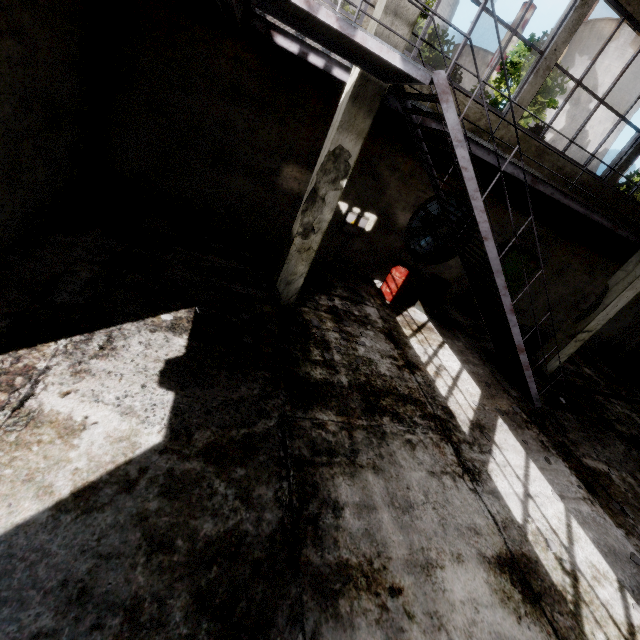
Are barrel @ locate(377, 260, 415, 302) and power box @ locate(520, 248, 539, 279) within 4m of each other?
yes

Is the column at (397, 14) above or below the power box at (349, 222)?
above

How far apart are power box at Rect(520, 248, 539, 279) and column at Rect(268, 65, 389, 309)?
6.6 meters

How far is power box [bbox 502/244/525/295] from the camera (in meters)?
9.62

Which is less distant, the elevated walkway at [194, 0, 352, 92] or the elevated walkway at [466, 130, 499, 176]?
the elevated walkway at [194, 0, 352, 92]

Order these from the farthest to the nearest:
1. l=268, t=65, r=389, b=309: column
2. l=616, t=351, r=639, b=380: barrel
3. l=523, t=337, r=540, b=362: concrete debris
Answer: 1. l=616, t=351, r=639, b=380: barrel
2. l=523, t=337, r=540, b=362: concrete debris
3. l=268, t=65, r=389, b=309: column

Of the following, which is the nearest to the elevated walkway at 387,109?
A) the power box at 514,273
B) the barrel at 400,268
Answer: the power box at 514,273

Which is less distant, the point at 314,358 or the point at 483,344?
the point at 314,358
